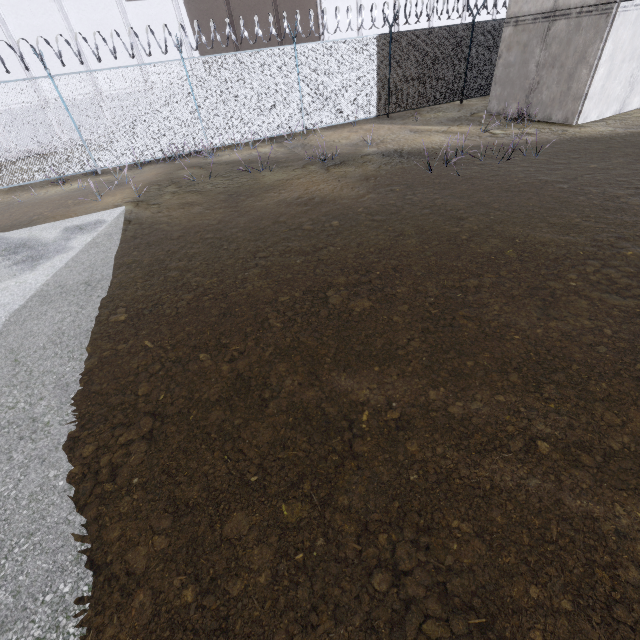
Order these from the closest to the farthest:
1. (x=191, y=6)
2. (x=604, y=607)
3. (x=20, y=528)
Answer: (x=604, y=607), (x=20, y=528), (x=191, y=6)

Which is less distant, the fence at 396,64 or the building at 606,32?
the building at 606,32

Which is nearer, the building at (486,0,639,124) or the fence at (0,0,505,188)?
the building at (486,0,639,124)
